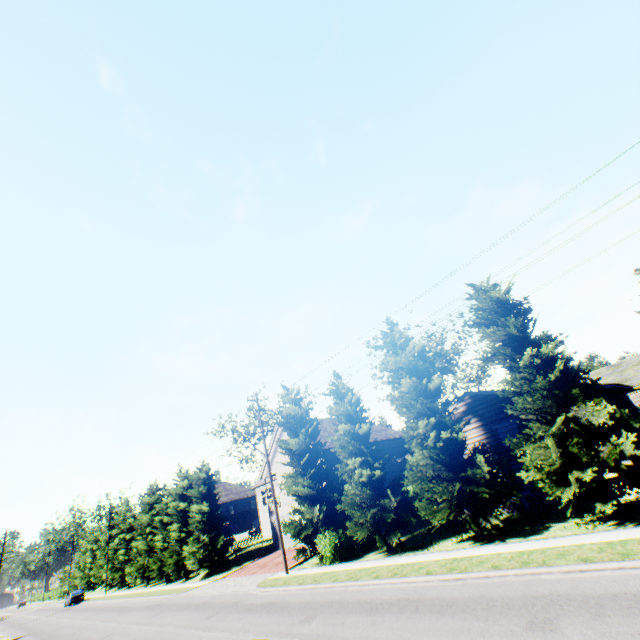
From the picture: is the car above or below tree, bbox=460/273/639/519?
below

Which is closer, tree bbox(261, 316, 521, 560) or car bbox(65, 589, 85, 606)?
tree bbox(261, 316, 521, 560)

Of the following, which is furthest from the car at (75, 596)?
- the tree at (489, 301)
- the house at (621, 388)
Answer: the house at (621, 388)

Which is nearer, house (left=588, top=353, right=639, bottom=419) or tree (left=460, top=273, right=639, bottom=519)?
tree (left=460, top=273, right=639, bottom=519)

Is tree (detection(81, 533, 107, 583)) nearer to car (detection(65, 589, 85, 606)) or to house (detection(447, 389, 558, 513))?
house (detection(447, 389, 558, 513))

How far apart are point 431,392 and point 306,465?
11.6m
